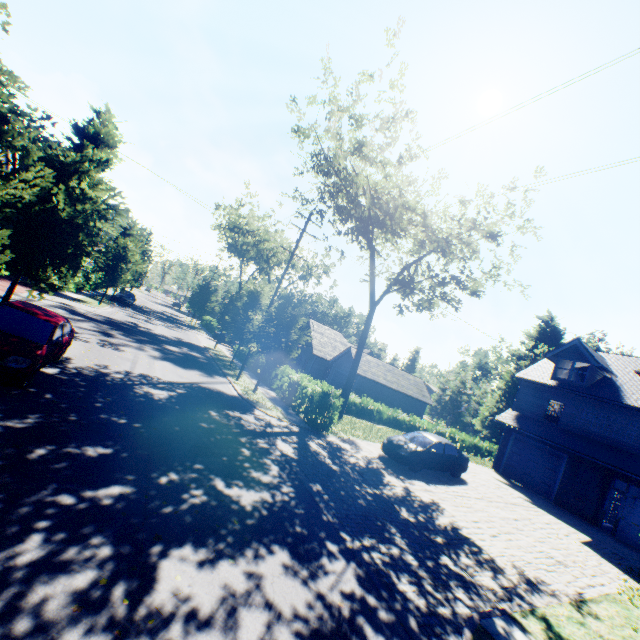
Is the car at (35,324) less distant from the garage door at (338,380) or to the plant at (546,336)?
the garage door at (338,380)

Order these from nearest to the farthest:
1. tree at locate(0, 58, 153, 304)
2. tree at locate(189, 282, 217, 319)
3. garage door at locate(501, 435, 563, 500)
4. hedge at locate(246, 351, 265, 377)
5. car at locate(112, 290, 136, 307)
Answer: tree at locate(0, 58, 153, 304), garage door at locate(501, 435, 563, 500), hedge at locate(246, 351, 265, 377), car at locate(112, 290, 136, 307), tree at locate(189, 282, 217, 319)

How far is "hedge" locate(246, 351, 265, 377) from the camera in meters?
25.9 m

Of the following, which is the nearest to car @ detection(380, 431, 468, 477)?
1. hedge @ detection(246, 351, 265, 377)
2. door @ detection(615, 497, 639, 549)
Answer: door @ detection(615, 497, 639, 549)

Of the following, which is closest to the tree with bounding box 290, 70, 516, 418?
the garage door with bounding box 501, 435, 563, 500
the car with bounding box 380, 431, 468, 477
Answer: the car with bounding box 380, 431, 468, 477

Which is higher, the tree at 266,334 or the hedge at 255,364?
the tree at 266,334

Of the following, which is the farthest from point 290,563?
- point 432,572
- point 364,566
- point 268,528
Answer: point 432,572

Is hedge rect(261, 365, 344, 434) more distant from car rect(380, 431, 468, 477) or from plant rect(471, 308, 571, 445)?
plant rect(471, 308, 571, 445)
